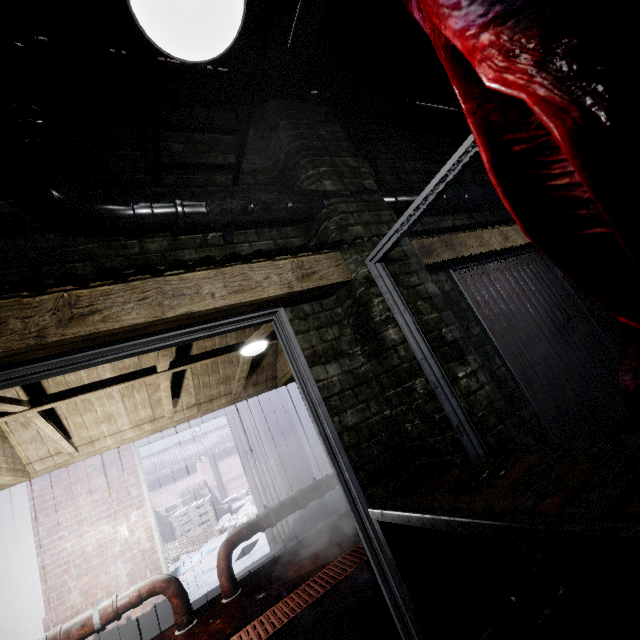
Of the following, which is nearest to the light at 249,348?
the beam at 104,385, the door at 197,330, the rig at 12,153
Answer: the beam at 104,385

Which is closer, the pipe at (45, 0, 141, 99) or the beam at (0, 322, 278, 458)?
the pipe at (45, 0, 141, 99)

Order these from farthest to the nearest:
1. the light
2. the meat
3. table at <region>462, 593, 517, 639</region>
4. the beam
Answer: the light → the beam → table at <region>462, 593, 517, 639</region> → the meat

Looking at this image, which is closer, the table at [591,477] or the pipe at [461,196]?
the table at [591,477]

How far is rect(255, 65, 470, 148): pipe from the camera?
2.4 meters

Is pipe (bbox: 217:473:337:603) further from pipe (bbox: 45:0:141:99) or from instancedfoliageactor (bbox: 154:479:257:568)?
pipe (bbox: 45:0:141:99)

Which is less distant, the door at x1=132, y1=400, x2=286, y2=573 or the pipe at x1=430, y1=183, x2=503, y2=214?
the pipe at x1=430, y1=183, x2=503, y2=214

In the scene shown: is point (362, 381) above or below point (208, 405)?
below
